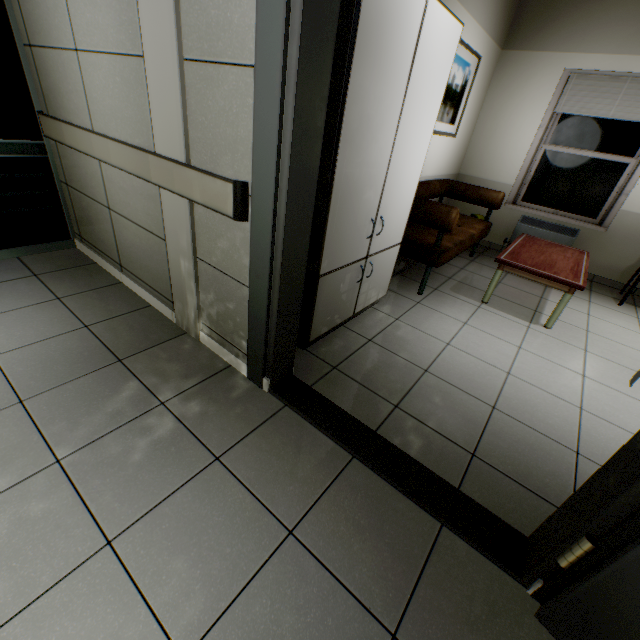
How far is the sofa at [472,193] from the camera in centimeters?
306cm

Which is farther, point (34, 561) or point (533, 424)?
point (533, 424)

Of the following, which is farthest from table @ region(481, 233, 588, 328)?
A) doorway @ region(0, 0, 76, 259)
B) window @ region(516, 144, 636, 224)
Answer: doorway @ region(0, 0, 76, 259)

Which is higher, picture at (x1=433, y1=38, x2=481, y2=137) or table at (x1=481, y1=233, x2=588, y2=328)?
picture at (x1=433, y1=38, x2=481, y2=137)

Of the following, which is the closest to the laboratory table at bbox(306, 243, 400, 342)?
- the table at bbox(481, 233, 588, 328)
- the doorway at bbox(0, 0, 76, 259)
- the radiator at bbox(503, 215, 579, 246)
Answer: the table at bbox(481, 233, 588, 328)

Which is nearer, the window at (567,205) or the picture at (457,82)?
the picture at (457,82)

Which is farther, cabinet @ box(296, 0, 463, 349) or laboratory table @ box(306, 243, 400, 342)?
laboratory table @ box(306, 243, 400, 342)

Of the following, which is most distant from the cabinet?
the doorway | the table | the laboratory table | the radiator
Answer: the radiator
